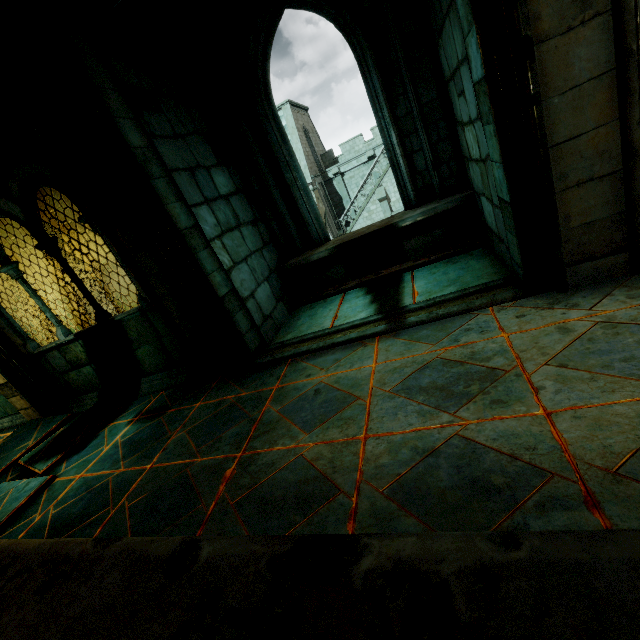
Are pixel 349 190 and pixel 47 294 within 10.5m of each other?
no

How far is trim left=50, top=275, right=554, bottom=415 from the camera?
3.1m

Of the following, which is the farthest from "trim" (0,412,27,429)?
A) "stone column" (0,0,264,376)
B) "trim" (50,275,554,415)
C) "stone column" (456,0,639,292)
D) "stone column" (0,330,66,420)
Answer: "stone column" (456,0,639,292)

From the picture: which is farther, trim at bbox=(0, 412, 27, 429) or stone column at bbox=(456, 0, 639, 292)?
trim at bbox=(0, 412, 27, 429)

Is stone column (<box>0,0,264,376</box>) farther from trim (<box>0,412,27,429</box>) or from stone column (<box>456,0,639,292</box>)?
trim (<box>0,412,27,429</box>)

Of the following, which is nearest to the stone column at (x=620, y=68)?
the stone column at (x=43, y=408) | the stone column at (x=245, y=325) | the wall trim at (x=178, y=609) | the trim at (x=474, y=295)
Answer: the trim at (x=474, y=295)

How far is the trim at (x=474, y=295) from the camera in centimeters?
314cm

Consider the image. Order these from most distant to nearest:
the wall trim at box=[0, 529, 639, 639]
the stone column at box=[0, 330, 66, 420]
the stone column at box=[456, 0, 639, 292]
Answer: the stone column at box=[0, 330, 66, 420] < the stone column at box=[456, 0, 639, 292] < the wall trim at box=[0, 529, 639, 639]
